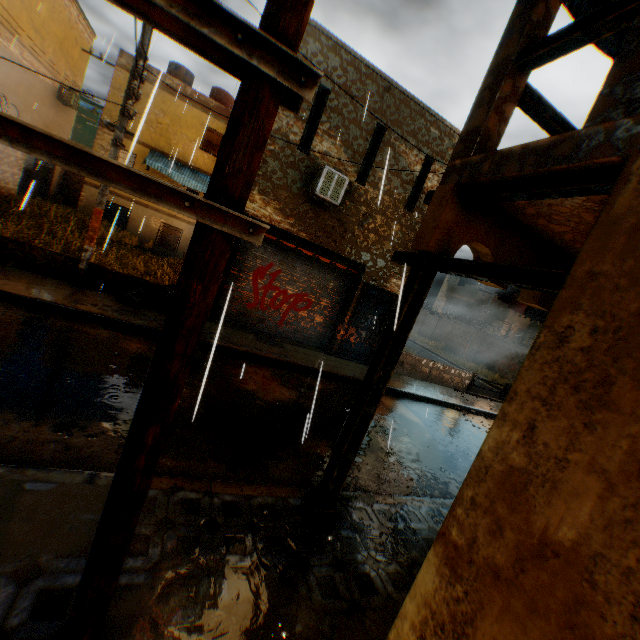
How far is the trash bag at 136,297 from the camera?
8.24m

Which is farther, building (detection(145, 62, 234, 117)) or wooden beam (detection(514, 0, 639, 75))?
building (detection(145, 62, 234, 117))

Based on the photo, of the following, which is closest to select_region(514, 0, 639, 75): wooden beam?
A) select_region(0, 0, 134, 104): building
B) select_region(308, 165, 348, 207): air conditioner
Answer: select_region(0, 0, 134, 104): building

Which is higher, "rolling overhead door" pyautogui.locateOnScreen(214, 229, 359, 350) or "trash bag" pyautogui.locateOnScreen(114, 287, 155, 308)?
"rolling overhead door" pyautogui.locateOnScreen(214, 229, 359, 350)

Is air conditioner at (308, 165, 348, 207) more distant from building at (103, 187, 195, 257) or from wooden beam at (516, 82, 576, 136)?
wooden beam at (516, 82, 576, 136)

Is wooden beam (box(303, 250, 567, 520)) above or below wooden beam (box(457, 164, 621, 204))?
below

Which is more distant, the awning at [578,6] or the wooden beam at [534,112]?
the awning at [578,6]

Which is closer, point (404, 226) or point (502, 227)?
point (502, 227)
